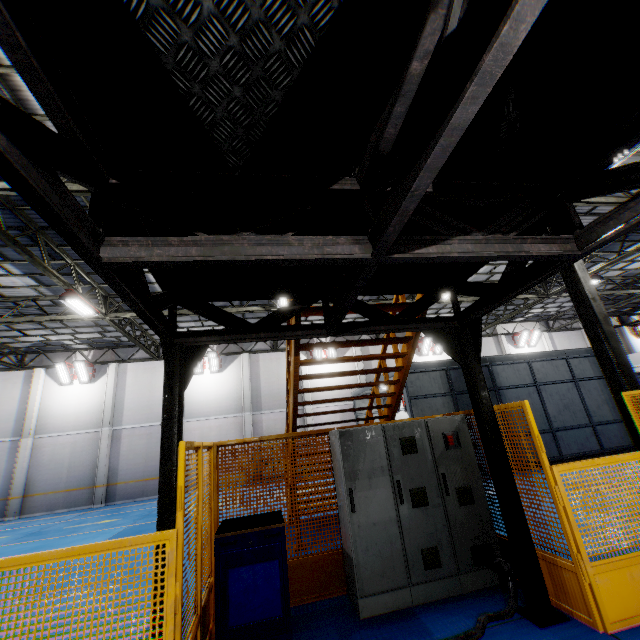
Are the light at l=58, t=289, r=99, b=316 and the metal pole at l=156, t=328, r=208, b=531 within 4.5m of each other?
no

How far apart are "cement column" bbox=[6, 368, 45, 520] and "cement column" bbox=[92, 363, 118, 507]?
3.33m

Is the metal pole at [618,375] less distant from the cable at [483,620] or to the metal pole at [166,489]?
the cable at [483,620]

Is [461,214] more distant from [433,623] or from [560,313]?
[560,313]

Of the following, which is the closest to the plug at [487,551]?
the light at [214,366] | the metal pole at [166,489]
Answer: the metal pole at [166,489]

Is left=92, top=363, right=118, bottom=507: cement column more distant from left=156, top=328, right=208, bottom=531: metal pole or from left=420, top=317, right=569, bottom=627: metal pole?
left=420, top=317, right=569, bottom=627: metal pole

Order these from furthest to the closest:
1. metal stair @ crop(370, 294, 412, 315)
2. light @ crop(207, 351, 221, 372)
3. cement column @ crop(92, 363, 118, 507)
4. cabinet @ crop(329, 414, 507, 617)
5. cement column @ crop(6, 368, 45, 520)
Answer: light @ crop(207, 351, 221, 372) → cement column @ crop(92, 363, 118, 507) → cement column @ crop(6, 368, 45, 520) → metal stair @ crop(370, 294, 412, 315) → cabinet @ crop(329, 414, 507, 617)

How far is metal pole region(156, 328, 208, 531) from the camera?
3.2 meters
